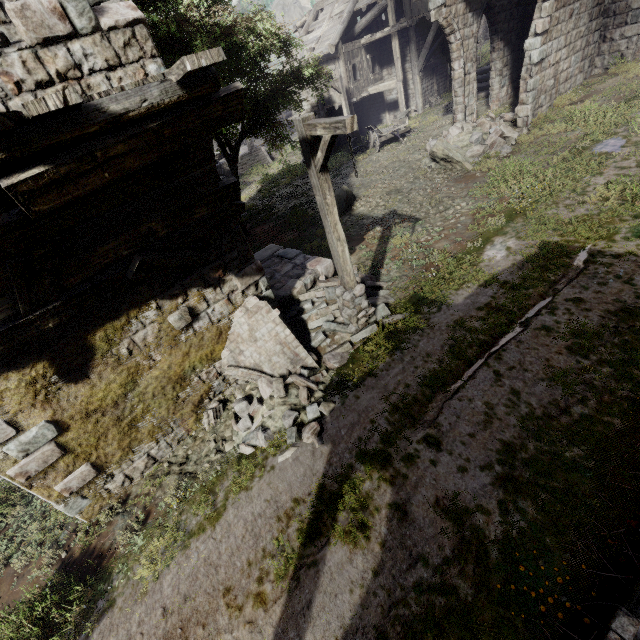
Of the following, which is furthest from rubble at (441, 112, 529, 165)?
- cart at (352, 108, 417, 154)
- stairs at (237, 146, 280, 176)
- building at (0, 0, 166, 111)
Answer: stairs at (237, 146, 280, 176)

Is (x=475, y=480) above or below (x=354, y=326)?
below

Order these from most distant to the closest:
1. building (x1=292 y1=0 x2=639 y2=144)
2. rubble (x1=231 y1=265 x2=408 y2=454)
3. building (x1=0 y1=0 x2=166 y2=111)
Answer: building (x1=292 y1=0 x2=639 y2=144) < rubble (x1=231 y1=265 x2=408 y2=454) < building (x1=0 y1=0 x2=166 y2=111)

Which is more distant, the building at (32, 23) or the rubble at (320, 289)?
the rubble at (320, 289)

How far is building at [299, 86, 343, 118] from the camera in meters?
22.2

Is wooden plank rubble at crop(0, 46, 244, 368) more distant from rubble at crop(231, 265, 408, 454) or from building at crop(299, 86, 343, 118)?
rubble at crop(231, 265, 408, 454)

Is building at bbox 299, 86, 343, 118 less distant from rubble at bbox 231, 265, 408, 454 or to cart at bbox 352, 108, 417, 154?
rubble at bbox 231, 265, 408, 454

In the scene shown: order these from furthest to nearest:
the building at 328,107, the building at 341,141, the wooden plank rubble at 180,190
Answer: the building at 341,141 → the building at 328,107 → the wooden plank rubble at 180,190
